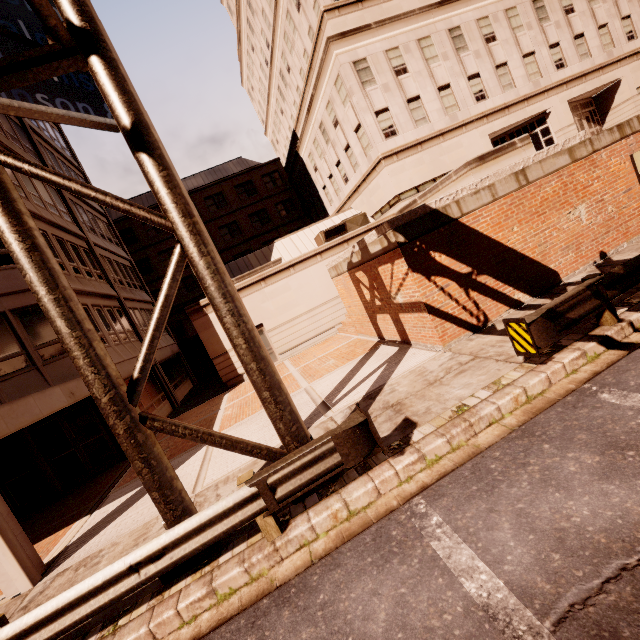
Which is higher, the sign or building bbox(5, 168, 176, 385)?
building bbox(5, 168, 176, 385)

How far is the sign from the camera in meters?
4.8 m

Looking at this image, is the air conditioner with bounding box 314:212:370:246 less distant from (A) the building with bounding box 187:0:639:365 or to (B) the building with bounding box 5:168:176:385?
(A) the building with bounding box 187:0:639:365

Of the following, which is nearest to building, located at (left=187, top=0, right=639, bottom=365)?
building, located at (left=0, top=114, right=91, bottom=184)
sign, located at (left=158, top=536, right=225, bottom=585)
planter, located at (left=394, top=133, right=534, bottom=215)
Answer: building, located at (left=0, top=114, right=91, bottom=184)

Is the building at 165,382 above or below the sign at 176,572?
above

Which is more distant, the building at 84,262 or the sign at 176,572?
the building at 84,262

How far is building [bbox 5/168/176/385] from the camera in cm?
1515

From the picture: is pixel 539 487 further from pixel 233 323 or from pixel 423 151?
pixel 423 151
